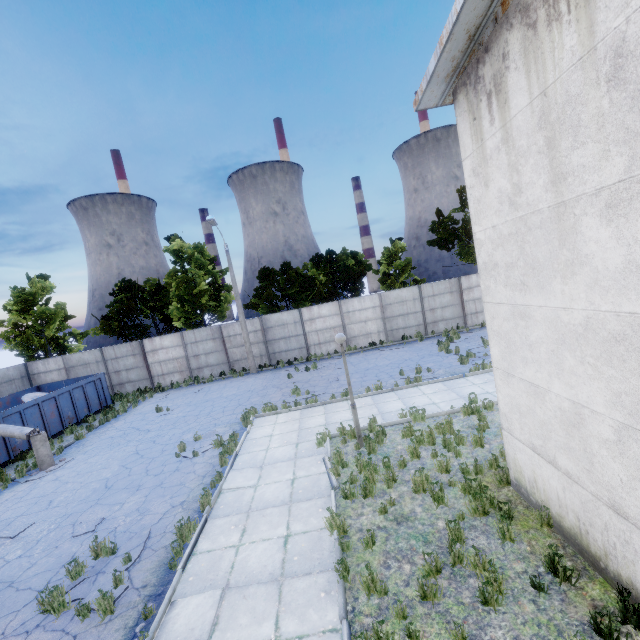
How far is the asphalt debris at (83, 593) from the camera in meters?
6.0 m

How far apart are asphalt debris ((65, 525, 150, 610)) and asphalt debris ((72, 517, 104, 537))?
1.4m

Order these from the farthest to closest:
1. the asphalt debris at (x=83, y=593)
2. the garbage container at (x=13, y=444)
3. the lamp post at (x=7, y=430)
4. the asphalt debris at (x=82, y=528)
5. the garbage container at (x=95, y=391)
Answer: the garbage container at (x=95, y=391) < the garbage container at (x=13, y=444) < the lamp post at (x=7, y=430) < the asphalt debris at (x=82, y=528) < the asphalt debris at (x=83, y=593)

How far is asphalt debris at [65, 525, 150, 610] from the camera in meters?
6.0

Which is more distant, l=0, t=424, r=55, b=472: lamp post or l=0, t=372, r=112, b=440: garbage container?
l=0, t=372, r=112, b=440: garbage container

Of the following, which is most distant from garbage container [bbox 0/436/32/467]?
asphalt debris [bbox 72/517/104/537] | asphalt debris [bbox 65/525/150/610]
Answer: asphalt debris [bbox 65/525/150/610]

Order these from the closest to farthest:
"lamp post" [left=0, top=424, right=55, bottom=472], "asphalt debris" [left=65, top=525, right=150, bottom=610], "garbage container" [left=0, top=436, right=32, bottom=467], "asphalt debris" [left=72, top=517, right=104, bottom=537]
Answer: "asphalt debris" [left=65, top=525, right=150, bottom=610] → "asphalt debris" [left=72, top=517, right=104, bottom=537] → "lamp post" [left=0, top=424, right=55, bottom=472] → "garbage container" [left=0, top=436, right=32, bottom=467]

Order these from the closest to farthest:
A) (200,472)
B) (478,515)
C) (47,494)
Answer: (478,515)
(200,472)
(47,494)
